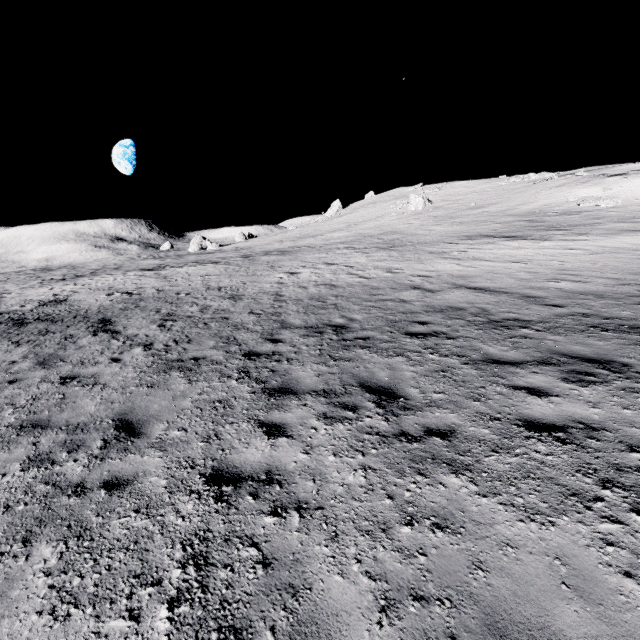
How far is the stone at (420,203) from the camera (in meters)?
46.19

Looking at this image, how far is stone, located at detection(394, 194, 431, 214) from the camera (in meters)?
46.19

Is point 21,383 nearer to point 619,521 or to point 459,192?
point 619,521
